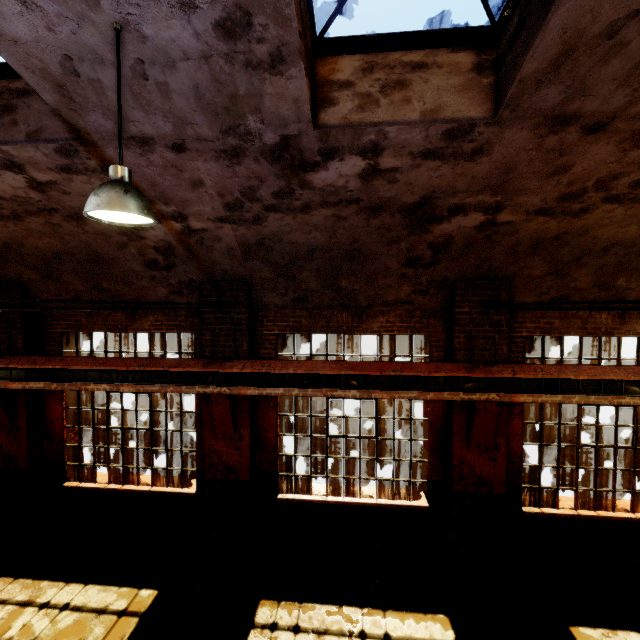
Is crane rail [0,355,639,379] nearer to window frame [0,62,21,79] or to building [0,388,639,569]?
building [0,388,639,569]

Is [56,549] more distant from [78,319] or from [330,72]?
[330,72]

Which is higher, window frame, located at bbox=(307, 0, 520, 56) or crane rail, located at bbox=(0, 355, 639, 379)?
window frame, located at bbox=(307, 0, 520, 56)

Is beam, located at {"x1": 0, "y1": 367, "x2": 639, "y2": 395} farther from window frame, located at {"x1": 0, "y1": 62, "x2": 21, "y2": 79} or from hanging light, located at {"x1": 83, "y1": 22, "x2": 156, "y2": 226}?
window frame, located at {"x1": 0, "y1": 62, "x2": 21, "y2": 79}

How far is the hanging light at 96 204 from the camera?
2.6 meters

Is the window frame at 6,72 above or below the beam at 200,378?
above

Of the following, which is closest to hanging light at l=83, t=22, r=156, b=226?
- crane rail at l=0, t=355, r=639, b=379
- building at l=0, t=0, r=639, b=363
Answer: building at l=0, t=0, r=639, b=363

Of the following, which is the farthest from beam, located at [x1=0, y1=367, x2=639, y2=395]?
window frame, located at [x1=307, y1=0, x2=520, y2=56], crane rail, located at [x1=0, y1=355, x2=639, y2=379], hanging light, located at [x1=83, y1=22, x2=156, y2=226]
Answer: window frame, located at [x1=307, y1=0, x2=520, y2=56]
